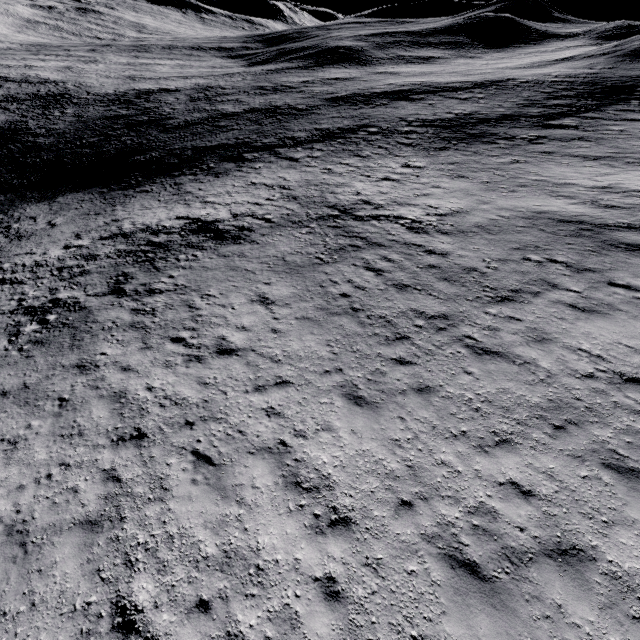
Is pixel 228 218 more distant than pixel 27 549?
Yes
